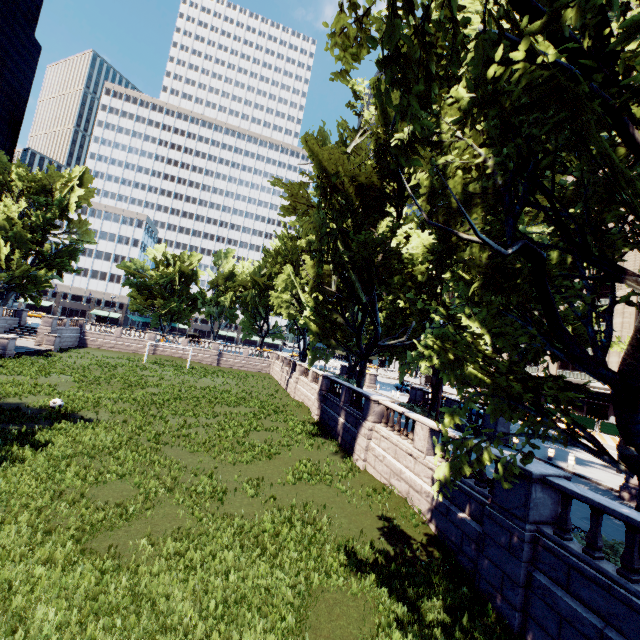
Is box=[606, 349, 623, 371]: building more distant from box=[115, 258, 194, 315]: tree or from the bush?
the bush

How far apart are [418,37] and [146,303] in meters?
59.8

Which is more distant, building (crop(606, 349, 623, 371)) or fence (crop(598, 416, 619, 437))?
building (crop(606, 349, 623, 371))

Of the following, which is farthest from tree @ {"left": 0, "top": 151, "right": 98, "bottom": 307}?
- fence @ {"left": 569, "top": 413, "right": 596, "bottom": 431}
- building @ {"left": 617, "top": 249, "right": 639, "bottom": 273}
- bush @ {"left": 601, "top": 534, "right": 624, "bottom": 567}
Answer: fence @ {"left": 569, "top": 413, "right": 596, "bottom": 431}

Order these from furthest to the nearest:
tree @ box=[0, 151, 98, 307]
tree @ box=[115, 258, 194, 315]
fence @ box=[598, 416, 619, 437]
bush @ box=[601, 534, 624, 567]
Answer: tree @ box=[115, 258, 194, 315] < tree @ box=[0, 151, 98, 307] < fence @ box=[598, 416, 619, 437] < bush @ box=[601, 534, 624, 567]

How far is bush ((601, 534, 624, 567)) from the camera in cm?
815

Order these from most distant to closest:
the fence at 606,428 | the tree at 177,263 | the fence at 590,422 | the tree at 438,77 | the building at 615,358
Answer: the tree at 177,263 < the building at 615,358 < the fence at 590,422 < the fence at 606,428 < the tree at 438,77

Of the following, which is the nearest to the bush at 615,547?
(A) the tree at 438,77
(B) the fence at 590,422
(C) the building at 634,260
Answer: (A) the tree at 438,77
